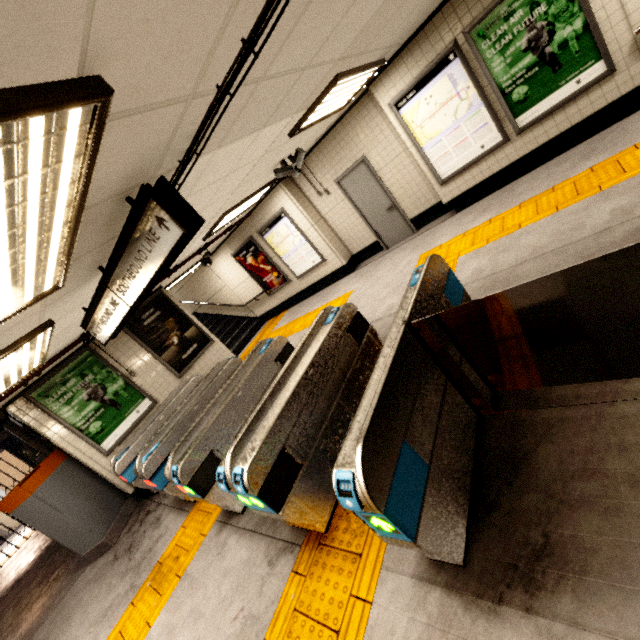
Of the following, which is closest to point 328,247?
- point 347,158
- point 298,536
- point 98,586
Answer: point 347,158

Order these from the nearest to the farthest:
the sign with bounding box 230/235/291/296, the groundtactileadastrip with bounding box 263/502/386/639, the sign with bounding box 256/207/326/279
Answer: the groundtactileadastrip with bounding box 263/502/386/639 → the sign with bounding box 256/207/326/279 → the sign with bounding box 230/235/291/296

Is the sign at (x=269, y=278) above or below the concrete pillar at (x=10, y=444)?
below

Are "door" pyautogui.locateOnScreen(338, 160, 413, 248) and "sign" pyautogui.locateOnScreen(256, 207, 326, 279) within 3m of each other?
yes

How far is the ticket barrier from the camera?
1.78m

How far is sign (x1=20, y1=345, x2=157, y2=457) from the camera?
5.8m

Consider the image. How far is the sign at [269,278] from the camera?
9.52m

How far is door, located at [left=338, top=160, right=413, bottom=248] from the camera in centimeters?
727cm
